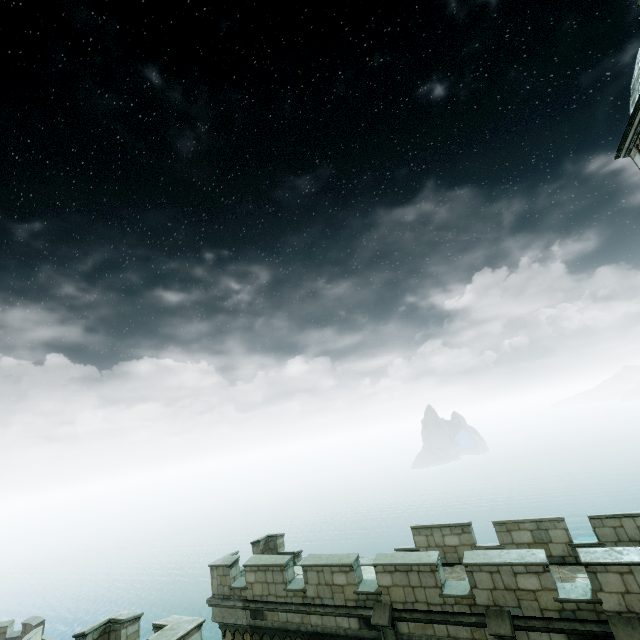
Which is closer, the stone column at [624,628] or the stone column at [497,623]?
the stone column at [624,628]

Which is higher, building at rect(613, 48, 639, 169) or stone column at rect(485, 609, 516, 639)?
building at rect(613, 48, 639, 169)

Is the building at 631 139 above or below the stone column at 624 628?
above

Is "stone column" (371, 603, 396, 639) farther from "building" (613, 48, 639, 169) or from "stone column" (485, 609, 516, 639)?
"building" (613, 48, 639, 169)

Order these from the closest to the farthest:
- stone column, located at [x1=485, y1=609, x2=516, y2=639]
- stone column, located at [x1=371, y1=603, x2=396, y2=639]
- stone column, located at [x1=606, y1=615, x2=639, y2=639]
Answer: stone column, located at [x1=606, y1=615, x2=639, y2=639] < stone column, located at [x1=485, y1=609, x2=516, y2=639] < stone column, located at [x1=371, y1=603, x2=396, y2=639]

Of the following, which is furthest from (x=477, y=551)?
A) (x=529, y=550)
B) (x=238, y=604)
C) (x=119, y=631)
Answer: (x=119, y=631)

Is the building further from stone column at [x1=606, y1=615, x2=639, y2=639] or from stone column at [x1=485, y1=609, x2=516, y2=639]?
stone column at [x1=606, y1=615, x2=639, y2=639]

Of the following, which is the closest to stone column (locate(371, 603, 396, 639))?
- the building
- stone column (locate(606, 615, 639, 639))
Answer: the building
